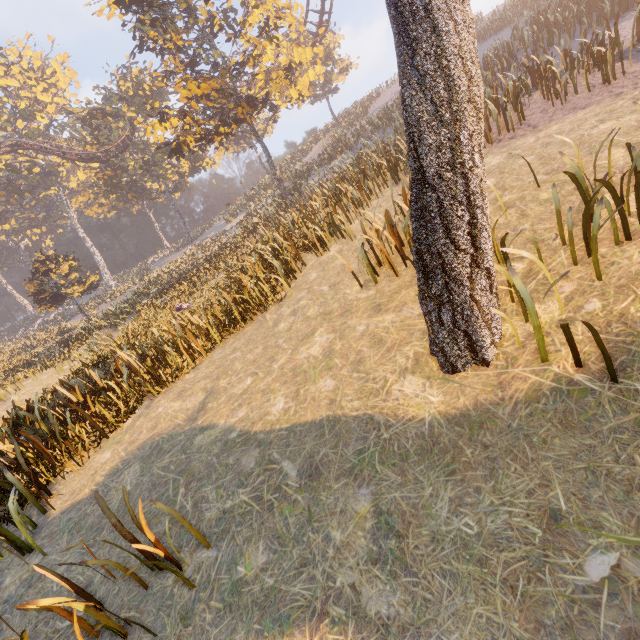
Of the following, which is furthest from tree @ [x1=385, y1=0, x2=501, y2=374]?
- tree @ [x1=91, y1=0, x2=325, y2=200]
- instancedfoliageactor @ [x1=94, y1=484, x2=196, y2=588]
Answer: tree @ [x1=91, y1=0, x2=325, y2=200]

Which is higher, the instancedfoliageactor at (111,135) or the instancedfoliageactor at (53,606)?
the instancedfoliageactor at (111,135)

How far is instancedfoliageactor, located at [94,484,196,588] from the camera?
3.1m

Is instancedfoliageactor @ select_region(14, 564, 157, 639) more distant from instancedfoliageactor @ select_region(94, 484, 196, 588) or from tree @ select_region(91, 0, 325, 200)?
tree @ select_region(91, 0, 325, 200)

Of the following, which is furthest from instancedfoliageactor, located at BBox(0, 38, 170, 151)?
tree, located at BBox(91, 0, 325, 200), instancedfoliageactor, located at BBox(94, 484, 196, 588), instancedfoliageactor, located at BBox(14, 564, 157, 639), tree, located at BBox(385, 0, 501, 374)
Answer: instancedfoliageactor, located at BBox(14, 564, 157, 639)

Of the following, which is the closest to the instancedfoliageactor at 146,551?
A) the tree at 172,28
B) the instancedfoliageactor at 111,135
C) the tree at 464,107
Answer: the tree at 464,107

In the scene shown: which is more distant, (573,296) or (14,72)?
(14,72)

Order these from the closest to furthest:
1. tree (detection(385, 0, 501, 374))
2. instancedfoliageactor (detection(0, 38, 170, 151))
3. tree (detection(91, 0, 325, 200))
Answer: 1. tree (detection(385, 0, 501, 374))
2. tree (detection(91, 0, 325, 200))
3. instancedfoliageactor (detection(0, 38, 170, 151))
